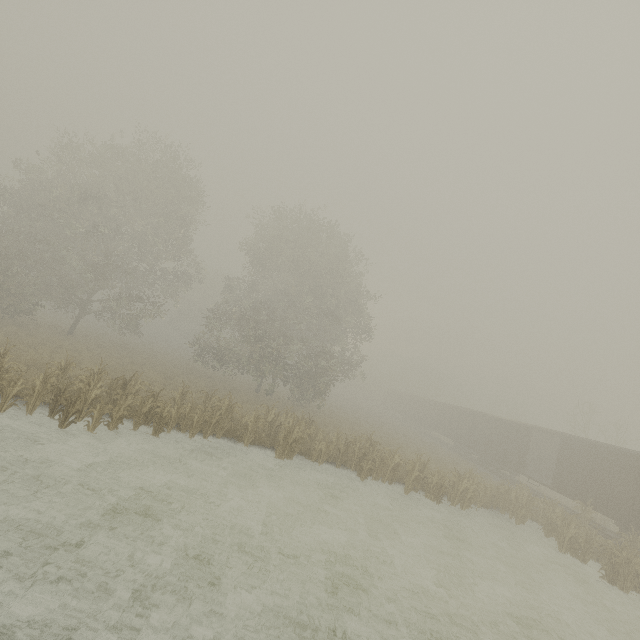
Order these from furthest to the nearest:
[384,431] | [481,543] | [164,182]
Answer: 1. [384,431]
2. [164,182]
3. [481,543]

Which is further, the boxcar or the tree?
the boxcar

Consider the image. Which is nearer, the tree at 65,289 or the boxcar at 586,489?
the tree at 65,289
